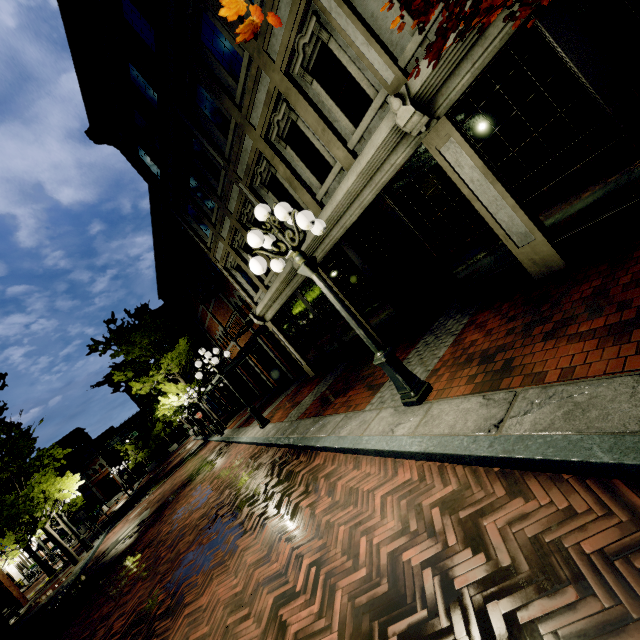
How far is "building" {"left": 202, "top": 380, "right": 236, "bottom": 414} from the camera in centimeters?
3162cm

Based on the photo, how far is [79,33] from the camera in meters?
9.7 m

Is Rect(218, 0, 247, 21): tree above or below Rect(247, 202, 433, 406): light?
above

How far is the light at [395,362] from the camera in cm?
430

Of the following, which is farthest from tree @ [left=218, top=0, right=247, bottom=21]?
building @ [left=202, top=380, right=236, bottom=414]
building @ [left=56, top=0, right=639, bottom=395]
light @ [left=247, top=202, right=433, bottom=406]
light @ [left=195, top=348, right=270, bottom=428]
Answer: light @ [left=195, top=348, right=270, bottom=428]

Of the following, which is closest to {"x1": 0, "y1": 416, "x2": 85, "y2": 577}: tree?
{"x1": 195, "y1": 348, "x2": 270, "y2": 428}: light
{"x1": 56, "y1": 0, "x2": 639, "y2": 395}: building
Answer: {"x1": 56, "y1": 0, "x2": 639, "y2": 395}: building

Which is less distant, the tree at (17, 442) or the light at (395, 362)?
the light at (395, 362)

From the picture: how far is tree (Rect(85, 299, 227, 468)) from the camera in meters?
19.9 m
